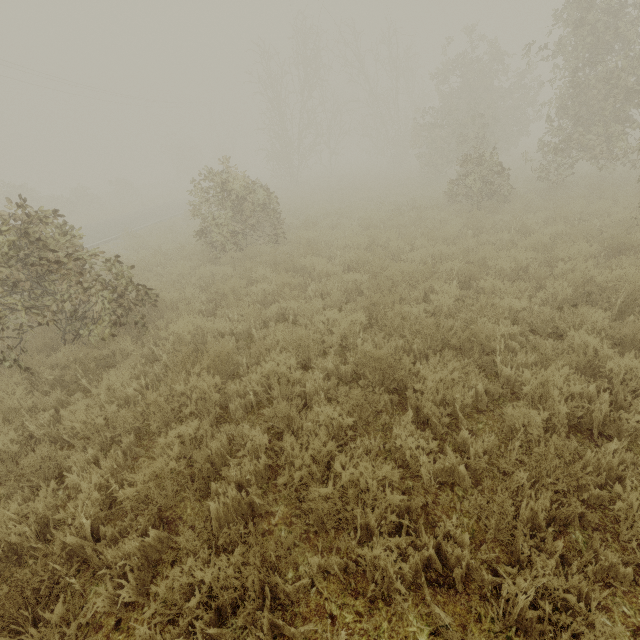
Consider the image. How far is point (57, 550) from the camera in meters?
2.4 m
